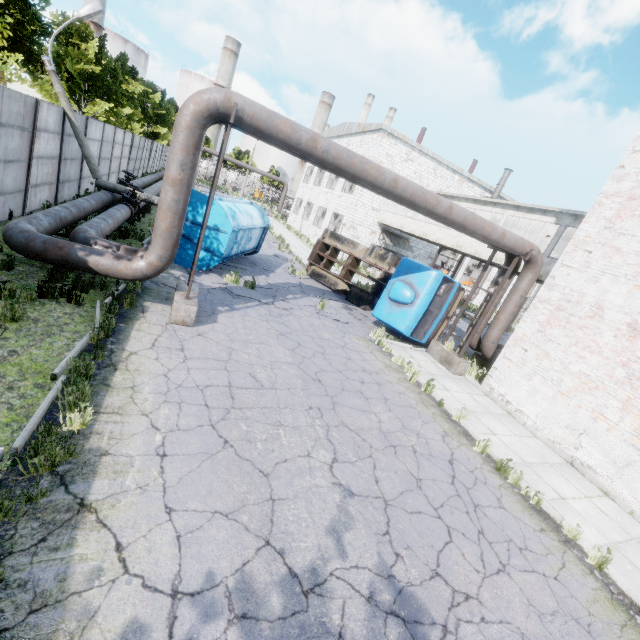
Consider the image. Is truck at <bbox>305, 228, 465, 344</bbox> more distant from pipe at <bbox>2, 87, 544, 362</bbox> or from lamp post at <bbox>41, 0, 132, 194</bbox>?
lamp post at <bbox>41, 0, 132, 194</bbox>

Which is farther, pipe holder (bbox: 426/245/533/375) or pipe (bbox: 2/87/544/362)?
pipe holder (bbox: 426/245/533/375)

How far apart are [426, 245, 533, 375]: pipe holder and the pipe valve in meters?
13.0 m

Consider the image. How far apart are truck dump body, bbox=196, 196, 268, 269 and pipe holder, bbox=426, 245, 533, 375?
9.0 meters

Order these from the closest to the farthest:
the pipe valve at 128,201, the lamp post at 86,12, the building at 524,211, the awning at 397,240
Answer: the lamp post at 86,12 → the pipe valve at 128,201 → the building at 524,211 → the awning at 397,240

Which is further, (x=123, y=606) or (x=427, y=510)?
(x=427, y=510)

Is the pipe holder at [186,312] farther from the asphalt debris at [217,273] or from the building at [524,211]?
the building at [524,211]

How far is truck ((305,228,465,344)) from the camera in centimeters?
1262cm
